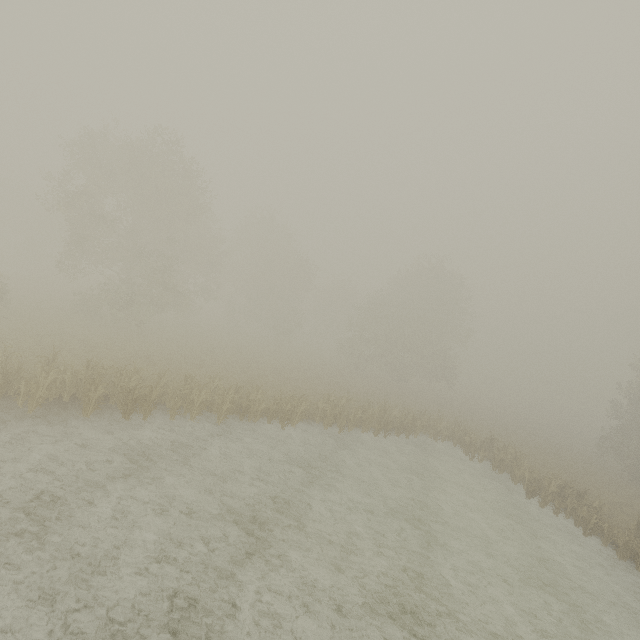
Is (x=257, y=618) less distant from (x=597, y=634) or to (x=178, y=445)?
(x=178, y=445)
